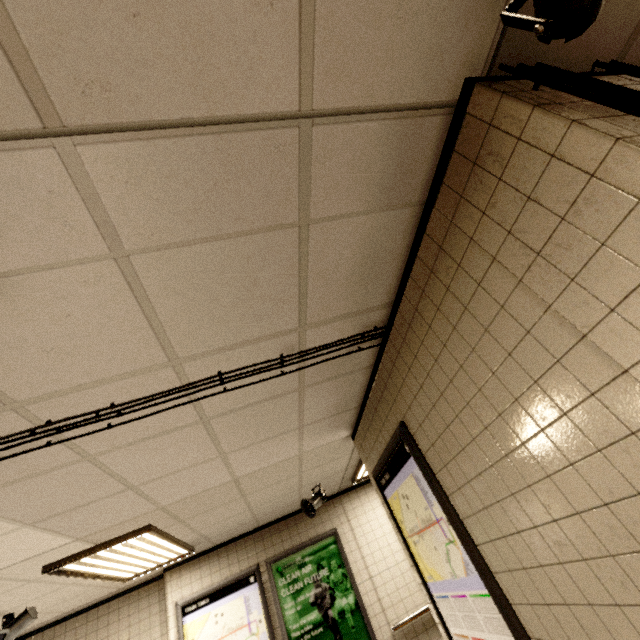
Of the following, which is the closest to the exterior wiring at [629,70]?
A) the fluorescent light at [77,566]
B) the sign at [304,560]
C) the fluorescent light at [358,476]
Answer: the fluorescent light at [358,476]

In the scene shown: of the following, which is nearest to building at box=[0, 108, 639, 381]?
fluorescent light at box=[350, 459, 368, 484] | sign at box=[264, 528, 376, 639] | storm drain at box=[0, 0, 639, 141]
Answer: storm drain at box=[0, 0, 639, 141]

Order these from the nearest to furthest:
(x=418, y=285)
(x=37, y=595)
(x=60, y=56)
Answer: (x=60, y=56) → (x=418, y=285) → (x=37, y=595)

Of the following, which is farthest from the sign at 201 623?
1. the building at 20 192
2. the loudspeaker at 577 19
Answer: the loudspeaker at 577 19

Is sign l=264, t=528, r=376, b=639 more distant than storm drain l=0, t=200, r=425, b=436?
Yes

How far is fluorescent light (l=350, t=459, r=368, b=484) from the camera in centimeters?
495cm

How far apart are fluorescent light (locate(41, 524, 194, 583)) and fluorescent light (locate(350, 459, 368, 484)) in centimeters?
267cm

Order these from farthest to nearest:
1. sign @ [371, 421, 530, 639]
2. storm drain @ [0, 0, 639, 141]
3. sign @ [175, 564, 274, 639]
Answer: sign @ [175, 564, 274, 639], sign @ [371, 421, 530, 639], storm drain @ [0, 0, 639, 141]
